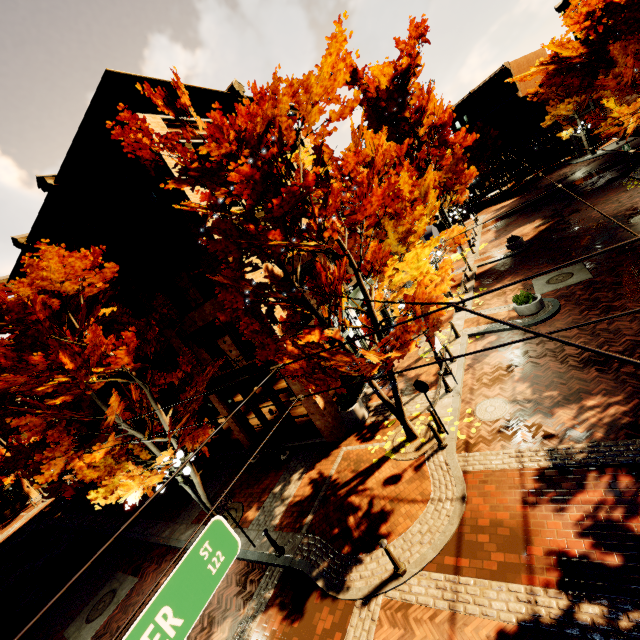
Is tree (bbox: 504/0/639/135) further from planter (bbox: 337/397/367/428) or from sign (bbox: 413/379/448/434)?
planter (bbox: 337/397/367/428)

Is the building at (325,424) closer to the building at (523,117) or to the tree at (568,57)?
the tree at (568,57)

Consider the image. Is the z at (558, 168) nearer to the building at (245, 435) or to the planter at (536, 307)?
the building at (245, 435)

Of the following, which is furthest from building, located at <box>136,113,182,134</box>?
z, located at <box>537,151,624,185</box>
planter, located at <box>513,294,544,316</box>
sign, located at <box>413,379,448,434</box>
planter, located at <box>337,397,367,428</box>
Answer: planter, located at <box>513,294,544,316</box>

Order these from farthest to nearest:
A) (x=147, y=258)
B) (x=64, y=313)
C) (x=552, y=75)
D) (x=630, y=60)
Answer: (x=552, y=75) < (x=630, y=60) < (x=147, y=258) < (x=64, y=313)

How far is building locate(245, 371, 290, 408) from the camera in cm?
1276

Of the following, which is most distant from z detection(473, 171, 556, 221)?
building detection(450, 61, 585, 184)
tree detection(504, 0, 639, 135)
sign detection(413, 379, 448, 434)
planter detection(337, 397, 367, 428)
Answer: sign detection(413, 379, 448, 434)

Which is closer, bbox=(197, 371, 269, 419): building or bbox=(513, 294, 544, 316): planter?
bbox=(513, 294, 544, 316): planter
